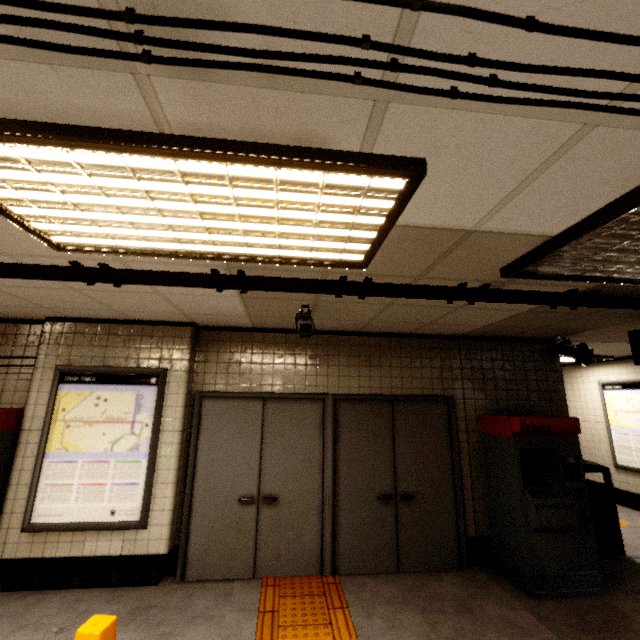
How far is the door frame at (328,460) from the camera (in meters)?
3.83

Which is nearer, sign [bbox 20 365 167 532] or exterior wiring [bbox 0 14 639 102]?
exterior wiring [bbox 0 14 639 102]

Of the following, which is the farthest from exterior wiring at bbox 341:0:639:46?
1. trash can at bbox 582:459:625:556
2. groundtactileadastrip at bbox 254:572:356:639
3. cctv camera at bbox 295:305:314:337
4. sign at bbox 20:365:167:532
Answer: trash can at bbox 582:459:625:556

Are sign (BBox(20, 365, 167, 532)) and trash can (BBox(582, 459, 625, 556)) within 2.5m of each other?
no

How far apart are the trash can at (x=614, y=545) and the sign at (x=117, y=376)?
5.73m

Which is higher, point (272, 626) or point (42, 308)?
point (42, 308)

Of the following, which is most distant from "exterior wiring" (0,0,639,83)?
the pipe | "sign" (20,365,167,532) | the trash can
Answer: the trash can

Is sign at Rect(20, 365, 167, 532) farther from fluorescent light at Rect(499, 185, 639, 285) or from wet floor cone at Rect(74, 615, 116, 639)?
fluorescent light at Rect(499, 185, 639, 285)
